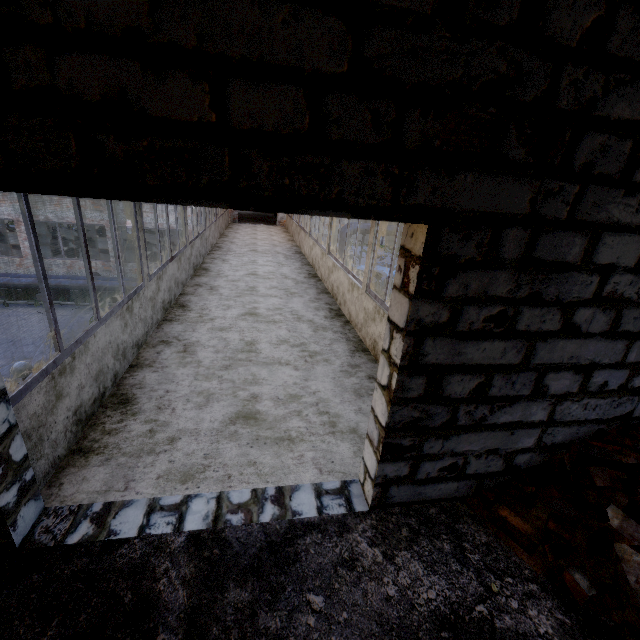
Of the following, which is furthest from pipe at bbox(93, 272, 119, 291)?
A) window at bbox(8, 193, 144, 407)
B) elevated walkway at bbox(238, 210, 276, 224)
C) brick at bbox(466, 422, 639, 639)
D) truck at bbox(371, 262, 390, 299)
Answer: brick at bbox(466, 422, 639, 639)

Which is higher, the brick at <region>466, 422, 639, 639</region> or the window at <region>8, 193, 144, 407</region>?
the window at <region>8, 193, 144, 407</region>

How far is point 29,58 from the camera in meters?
1.2

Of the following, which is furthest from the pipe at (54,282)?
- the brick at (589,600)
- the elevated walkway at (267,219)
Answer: the brick at (589,600)

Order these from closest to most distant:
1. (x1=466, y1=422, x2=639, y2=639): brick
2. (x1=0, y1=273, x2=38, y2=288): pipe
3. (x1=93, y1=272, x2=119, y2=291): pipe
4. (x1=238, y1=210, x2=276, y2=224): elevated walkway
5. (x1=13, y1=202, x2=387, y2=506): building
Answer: (x1=466, y1=422, x2=639, y2=639): brick
(x1=13, y1=202, x2=387, y2=506): building
(x1=0, y1=273, x2=38, y2=288): pipe
(x1=93, y1=272, x2=119, y2=291): pipe
(x1=238, y1=210, x2=276, y2=224): elevated walkway

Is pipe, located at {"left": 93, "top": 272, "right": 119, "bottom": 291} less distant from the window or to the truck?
the truck

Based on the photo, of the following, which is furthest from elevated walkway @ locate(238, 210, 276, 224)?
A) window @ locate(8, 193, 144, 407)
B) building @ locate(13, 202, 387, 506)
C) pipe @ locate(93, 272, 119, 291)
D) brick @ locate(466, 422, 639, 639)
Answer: brick @ locate(466, 422, 639, 639)

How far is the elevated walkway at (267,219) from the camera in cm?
2098
